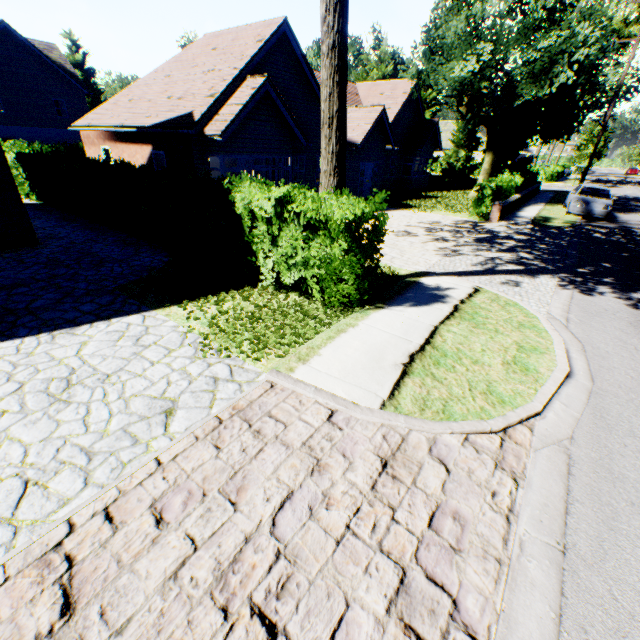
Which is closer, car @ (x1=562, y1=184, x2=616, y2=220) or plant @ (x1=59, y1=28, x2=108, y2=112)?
car @ (x1=562, y1=184, x2=616, y2=220)

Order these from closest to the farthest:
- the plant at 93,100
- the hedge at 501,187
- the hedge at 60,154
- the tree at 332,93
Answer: the tree at 332,93 < the hedge at 60,154 < the hedge at 501,187 < the plant at 93,100

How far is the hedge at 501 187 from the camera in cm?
1574

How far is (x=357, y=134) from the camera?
19.2m

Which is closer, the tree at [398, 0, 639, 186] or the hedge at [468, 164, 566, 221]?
the hedge at [468, 164, 566, 221]

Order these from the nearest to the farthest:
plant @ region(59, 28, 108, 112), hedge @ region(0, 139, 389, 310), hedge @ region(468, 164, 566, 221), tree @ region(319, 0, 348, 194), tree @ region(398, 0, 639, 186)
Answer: tree @ region(319, 0, 348, 194) → hedge @ region(0, 139, 389, 310) → hedge @ region(468, 164, 566, 221) → tree @ region(398, 0, 639, 186) → plant @ region(59, 28, 108, 112)

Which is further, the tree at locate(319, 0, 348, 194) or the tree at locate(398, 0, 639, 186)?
the tree at locate(398, 0, 639, 186)

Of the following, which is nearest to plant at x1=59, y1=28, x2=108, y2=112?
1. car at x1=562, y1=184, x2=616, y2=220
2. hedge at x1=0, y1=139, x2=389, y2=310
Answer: hedge at x1=0, y1=139, x2=389, y2=310
